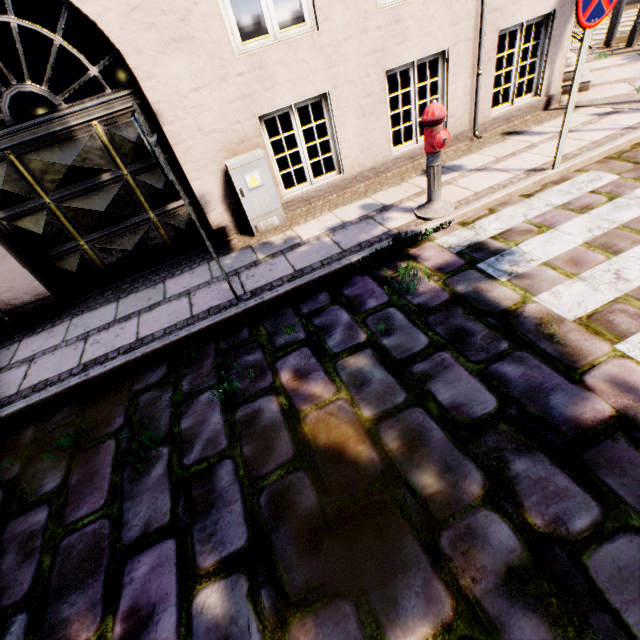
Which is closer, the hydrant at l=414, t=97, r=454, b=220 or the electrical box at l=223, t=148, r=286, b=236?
the hydrant at l=414, t=97, r=454, b=220

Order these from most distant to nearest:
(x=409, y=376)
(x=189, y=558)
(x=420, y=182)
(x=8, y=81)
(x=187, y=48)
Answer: (x=8, y=81) < (x=420, y=182) < (x=187, y=48) < (x=409, y=376) < (x=189, y=558)

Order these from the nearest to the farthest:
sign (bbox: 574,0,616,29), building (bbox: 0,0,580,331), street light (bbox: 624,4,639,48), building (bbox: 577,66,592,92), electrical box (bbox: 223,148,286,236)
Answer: sign (bbox: 574,0,616,29), building (bbox: 0,0,580,331), electrical box (bbox: 223,148,286,236), building (bbox: 577,66,592,92), street light (bbox: 624,4,639,48)

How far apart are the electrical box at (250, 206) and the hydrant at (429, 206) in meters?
1.9 m

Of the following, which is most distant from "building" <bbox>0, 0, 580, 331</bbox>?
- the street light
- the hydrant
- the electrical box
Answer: the street light

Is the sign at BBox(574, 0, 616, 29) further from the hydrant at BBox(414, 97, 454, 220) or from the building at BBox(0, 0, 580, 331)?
the building at BBox(0, 0, 580, 331)

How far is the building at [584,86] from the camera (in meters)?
6.09

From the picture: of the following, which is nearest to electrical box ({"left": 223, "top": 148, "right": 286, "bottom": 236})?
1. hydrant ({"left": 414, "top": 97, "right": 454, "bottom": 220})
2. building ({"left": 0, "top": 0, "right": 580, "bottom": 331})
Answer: hydrant ({"left": 414, "top": 97, "right": 454, "bottom": 220})
